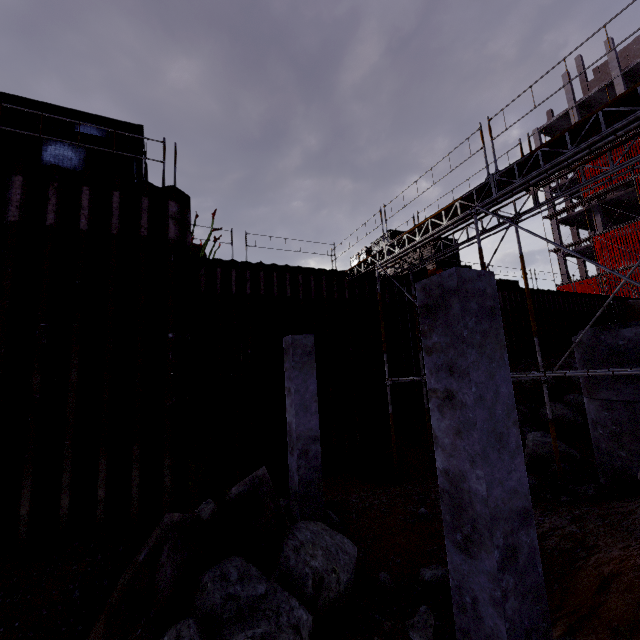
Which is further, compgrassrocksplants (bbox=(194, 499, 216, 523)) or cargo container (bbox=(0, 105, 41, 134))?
cargo container (bbox=(0, 105, 41, 134))

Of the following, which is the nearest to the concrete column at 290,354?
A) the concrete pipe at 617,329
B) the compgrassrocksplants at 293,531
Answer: the compgrassrocksplants at 293,531

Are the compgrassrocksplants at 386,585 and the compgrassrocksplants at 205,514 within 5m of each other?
yes

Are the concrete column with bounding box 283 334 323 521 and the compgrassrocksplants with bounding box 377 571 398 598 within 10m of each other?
yes

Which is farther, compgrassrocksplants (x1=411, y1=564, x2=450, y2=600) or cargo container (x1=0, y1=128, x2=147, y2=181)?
cargo container (x1=0, y1=128, x2=147, y2=181)

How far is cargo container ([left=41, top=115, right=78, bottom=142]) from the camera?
8.27m

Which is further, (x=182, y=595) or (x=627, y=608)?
(x=182, y=595)

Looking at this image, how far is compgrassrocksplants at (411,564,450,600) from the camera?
4.98m
